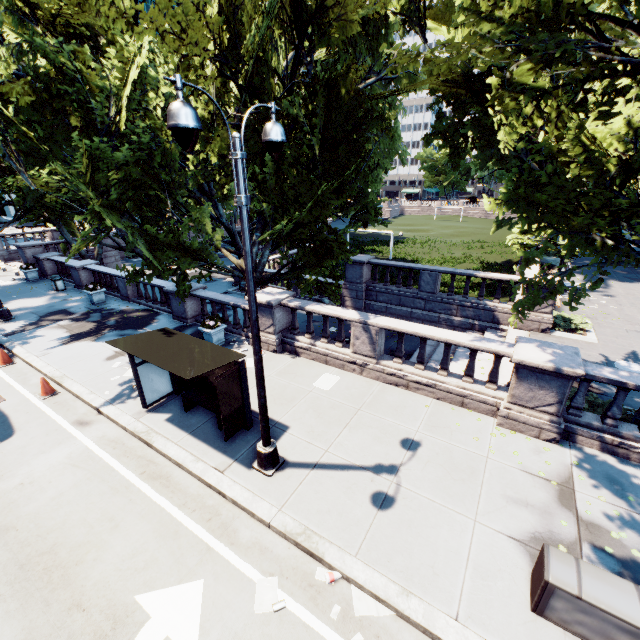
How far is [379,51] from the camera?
7.1m

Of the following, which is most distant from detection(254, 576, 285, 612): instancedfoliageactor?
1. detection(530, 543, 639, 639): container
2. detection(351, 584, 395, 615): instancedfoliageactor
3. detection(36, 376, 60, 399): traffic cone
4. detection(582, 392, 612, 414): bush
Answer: detection(36, 376, 60, 399): traffic cone

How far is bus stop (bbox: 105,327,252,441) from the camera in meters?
7.5

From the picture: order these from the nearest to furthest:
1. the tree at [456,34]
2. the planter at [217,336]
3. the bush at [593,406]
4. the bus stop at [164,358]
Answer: the tree at [456,34] < the bus stop at [164,358] < the bush at [593,406] < the planter at [217,336]

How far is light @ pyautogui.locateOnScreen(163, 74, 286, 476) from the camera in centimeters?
414cm

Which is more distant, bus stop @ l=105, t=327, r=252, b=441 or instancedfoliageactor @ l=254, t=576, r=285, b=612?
bus stop @ l=105, t=327, r=252, b=441

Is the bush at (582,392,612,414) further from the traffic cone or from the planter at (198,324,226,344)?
the traffic cone

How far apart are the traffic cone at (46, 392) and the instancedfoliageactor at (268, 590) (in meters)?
9.45
